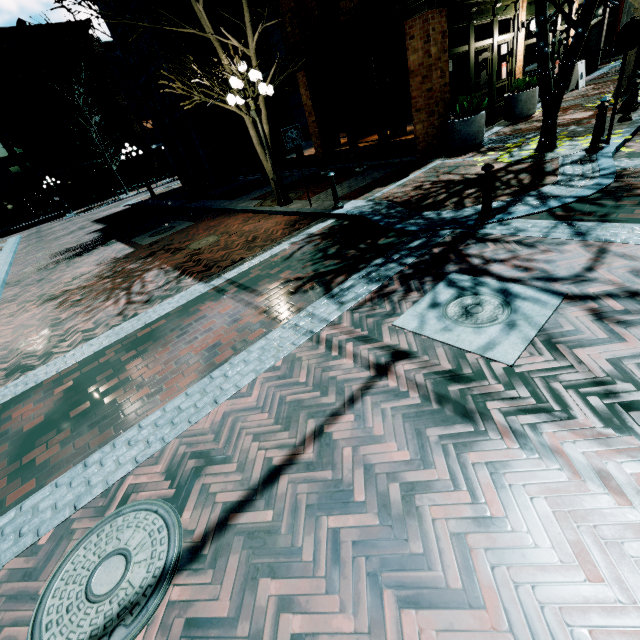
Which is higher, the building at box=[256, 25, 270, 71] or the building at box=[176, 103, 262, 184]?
the building at box=[256, 25, 270, 71]

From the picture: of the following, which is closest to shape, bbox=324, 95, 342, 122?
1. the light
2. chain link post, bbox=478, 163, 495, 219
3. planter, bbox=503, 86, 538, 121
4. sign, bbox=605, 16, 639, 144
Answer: planter, bbox=503, 86, 538, 121

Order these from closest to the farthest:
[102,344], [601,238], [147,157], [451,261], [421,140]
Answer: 1. [601,238]
2. [451,261]
3. [102,344]
4. [421,140]
5. [147,157]

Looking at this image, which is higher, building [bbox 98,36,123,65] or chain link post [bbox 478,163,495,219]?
building [bbox 98,36,123,65]

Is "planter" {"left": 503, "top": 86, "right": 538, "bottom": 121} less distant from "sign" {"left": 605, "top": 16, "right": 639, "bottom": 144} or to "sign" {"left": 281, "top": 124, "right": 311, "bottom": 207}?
"sign" {"left": 605, "top": 16, "right": 639, "bottom": 144}

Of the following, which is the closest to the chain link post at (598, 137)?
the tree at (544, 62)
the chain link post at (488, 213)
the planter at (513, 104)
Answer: Result: the tree at (544, 62)

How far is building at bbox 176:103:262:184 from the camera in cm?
1750

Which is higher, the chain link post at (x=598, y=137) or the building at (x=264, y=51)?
the building at (x=264, y=51)
